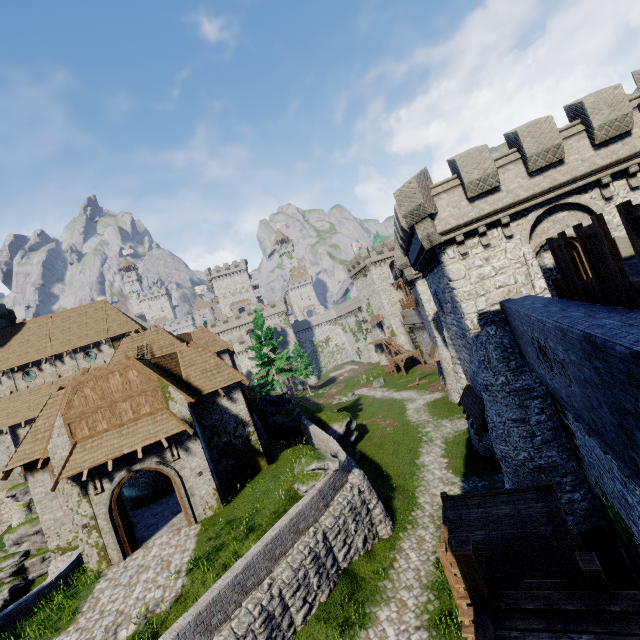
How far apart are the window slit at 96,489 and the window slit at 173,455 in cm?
303

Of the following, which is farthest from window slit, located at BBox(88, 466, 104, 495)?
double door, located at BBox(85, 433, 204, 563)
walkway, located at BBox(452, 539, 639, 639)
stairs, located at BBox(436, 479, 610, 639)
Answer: walkway, located at BBox(452, 539, 639, 639)

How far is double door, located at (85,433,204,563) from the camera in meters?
15.4 m

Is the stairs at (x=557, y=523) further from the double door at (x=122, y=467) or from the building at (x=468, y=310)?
the double door at (x=122, y=467)

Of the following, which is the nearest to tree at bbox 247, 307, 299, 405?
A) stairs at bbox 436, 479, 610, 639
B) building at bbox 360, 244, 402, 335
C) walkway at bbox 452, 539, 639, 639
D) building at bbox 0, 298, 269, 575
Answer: building at bbox 0, 298, 269, 575

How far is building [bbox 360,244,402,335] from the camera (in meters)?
59.28

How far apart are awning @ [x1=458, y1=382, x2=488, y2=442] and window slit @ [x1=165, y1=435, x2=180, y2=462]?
15.6m

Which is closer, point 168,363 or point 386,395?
point 168,363
